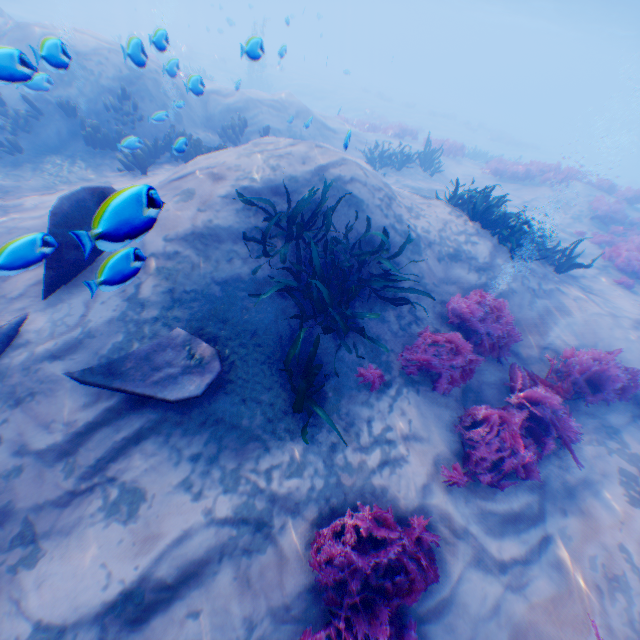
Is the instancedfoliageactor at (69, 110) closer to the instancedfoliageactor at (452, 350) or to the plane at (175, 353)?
the plane at (175, 353)

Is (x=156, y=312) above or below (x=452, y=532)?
above

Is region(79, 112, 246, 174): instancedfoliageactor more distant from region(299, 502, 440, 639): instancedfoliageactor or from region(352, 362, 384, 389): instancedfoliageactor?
region(352, 362, 384, 389): instancedfoliageactor

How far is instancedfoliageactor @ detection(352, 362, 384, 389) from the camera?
4.5m

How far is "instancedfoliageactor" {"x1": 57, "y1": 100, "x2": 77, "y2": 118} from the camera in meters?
8.7

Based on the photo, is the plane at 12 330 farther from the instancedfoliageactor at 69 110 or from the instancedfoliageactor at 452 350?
the instancedfoliageactor at 69 110

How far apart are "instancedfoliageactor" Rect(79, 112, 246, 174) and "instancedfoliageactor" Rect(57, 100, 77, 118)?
1.4 meters

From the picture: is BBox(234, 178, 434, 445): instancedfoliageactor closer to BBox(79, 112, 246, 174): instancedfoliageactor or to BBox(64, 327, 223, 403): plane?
BBox(64, 327, 223, 403): plane
